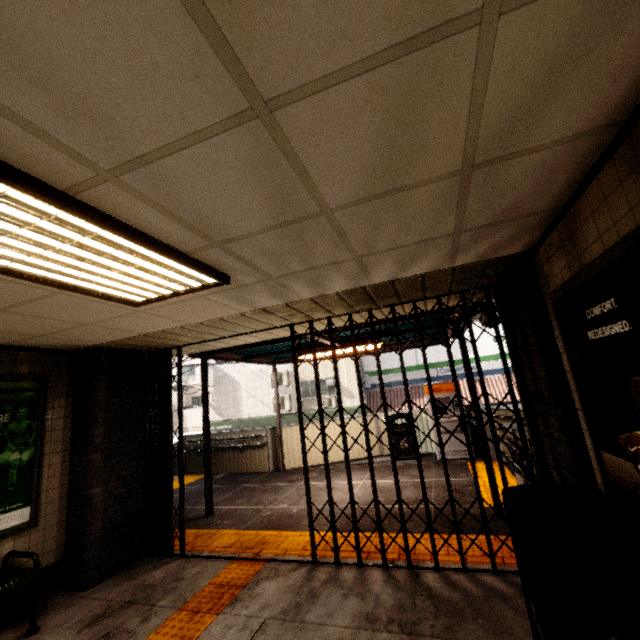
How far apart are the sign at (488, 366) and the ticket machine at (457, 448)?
8.35m

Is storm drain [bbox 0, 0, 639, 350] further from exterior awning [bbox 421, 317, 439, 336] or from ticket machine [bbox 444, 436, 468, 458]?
ticket machine [bbox 444, 436, 468, 458]

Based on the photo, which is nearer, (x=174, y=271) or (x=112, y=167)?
(x=112, y=167)

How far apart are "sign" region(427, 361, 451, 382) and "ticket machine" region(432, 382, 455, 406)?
8.4m

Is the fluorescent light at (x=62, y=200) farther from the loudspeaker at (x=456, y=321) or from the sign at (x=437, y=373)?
the sign at (x=437, y=373)

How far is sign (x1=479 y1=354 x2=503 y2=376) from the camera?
16.0m
